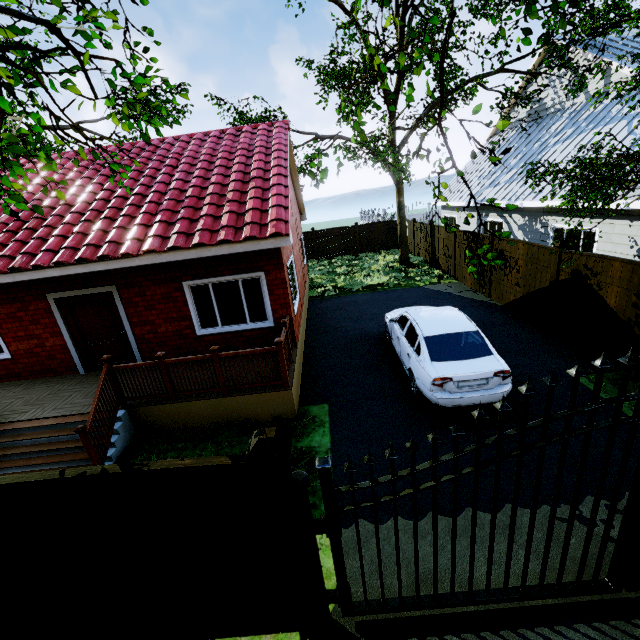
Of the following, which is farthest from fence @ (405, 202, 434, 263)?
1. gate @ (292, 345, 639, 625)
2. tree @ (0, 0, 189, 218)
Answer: gate @ (292, 345, 639, 625)

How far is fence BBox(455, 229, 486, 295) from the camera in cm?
1262

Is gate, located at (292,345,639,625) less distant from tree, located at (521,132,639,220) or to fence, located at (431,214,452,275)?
fence, located at (431,214,452,275)

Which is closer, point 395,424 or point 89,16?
point 89,16

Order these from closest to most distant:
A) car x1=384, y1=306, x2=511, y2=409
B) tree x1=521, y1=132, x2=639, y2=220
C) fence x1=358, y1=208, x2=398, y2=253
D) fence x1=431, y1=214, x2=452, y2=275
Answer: tree x1=521, y1=132, x2=639, y2=220 < car x1=384, y1=306, x2=511, y2=409 < fence x1=431, y1=214, x2=452, y2=275 < fence x1=358, y1=208, x2=398, y2=253

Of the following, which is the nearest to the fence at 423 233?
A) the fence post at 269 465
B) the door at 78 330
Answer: the fence post at 269 465

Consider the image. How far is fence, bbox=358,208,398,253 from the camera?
24.19m

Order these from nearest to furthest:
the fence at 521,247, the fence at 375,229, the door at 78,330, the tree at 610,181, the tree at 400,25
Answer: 1. the tree at 400,25
2. the tree at 610,181
3. the door at 78,330
4. the fence at 521,247
5. the fence at 375,229
